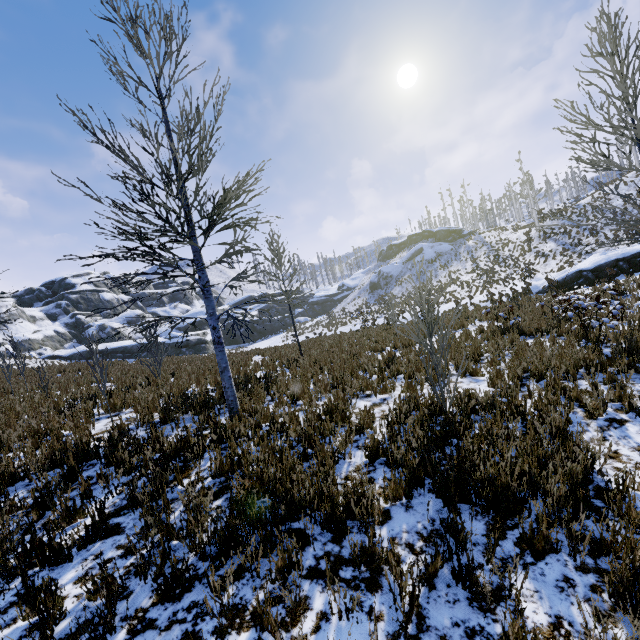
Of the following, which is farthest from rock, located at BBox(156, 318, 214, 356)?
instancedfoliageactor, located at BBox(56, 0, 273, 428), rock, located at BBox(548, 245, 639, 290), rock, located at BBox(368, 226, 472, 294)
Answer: rock, located at BBox(548, 245, 639, 290)

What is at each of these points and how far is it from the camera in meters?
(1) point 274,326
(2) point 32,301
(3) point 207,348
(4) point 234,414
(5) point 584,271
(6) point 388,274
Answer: (1) rock, 56.1 m
(2) rock, 50.2 m
(3) rock, 44.0 m
(4) instancedfoliageactor, 5.8 m
(5) rock, 18.9 m
(6) rock, 53.5 m

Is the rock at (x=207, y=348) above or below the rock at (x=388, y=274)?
below

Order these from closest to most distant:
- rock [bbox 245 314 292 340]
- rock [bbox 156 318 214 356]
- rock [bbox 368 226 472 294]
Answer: rock [bbox 156 318 214 356] < rock [bbox 368 226 472 294] < rock [bbox 245 314 292 340]

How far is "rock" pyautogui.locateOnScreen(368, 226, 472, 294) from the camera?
51.9m

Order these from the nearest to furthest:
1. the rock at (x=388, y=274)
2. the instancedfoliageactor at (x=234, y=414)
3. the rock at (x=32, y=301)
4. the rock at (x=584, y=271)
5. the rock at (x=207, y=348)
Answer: the instancedfoliageactor at (x=234, y=414) → the rock at (x=584, y=271) → the rock at (x=32, y=301) → the rock at (x=207, y=348) → the rock at (x=388, y=274)

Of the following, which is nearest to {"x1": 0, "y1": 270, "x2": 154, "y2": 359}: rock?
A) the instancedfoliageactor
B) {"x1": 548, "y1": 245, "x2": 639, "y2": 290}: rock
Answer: the instancedfoliageactor
